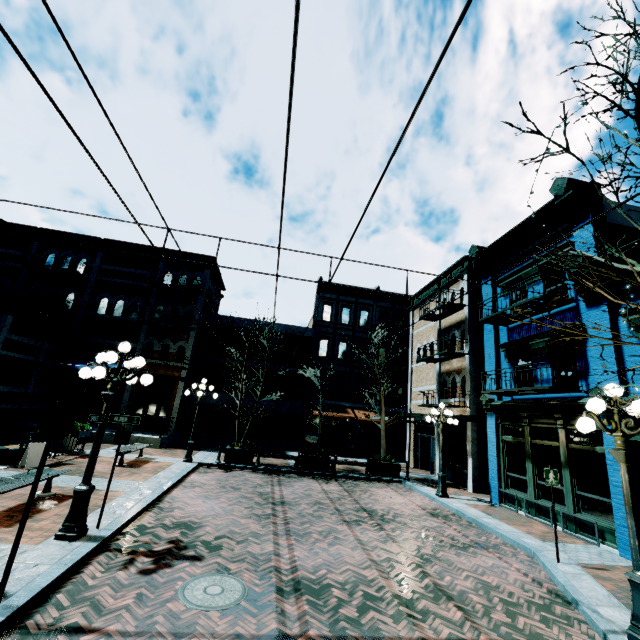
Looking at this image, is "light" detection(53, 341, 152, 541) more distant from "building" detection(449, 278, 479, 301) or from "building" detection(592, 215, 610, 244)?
"building" detection(449, 278, 479, 301)

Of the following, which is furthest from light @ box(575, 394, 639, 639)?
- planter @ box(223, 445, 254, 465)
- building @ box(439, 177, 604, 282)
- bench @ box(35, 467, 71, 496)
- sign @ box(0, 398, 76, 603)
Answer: planter @ box(223, 445, 254, 465)

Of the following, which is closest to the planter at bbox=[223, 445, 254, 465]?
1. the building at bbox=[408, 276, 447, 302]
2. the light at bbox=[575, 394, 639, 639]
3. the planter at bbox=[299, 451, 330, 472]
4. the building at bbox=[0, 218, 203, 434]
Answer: the planter at bbox=[299, 451, 330, 472]

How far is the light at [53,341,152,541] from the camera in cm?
586

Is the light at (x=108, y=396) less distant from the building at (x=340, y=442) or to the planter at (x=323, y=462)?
the planter at (x=323, y=462)

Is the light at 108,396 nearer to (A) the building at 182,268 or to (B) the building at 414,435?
(A) the building at 182,268

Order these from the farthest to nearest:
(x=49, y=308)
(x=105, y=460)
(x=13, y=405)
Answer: (x=49, y=308) → (x=13, y=405) → (x=105, y=460)

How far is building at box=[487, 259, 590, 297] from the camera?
10.3 meters
